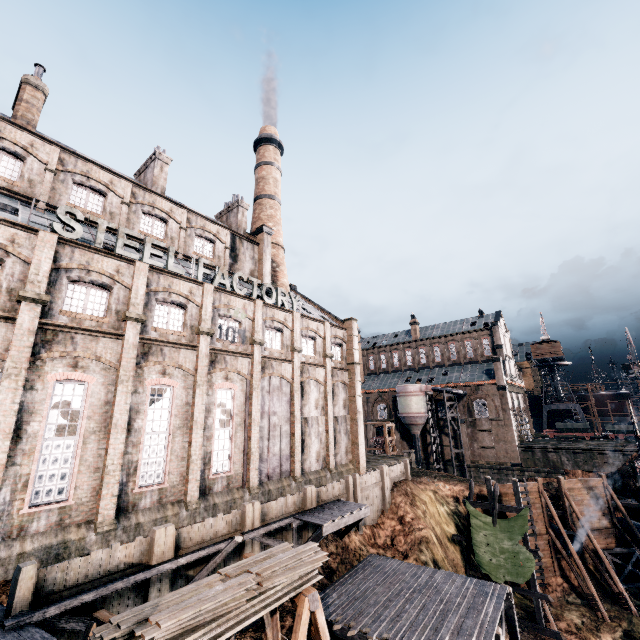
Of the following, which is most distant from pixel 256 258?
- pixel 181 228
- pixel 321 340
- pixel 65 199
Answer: pixel 65 199

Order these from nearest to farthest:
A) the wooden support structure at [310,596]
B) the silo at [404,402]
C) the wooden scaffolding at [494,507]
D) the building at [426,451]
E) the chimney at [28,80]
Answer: the wooden support structure at [310,596] < the chimney at [28,80] < the wooden scaffolding at [494,507] < the silo at [404,402] < the building at [426,451]

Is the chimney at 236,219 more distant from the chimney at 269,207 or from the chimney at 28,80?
the chimney at 28,80

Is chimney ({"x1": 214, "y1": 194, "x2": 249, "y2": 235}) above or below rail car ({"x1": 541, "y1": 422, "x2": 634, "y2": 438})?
above

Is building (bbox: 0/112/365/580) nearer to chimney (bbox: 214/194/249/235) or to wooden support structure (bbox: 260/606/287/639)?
chimney (bbox: 214/194/249/235)

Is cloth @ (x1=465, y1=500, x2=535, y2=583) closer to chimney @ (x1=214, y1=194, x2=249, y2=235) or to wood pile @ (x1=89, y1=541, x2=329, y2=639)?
wood pile @ (x1=89, y1=541, x2=329, y2=639)

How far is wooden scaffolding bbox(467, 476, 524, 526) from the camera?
25.6 meters

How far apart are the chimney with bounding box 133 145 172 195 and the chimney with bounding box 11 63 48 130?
7.54m
